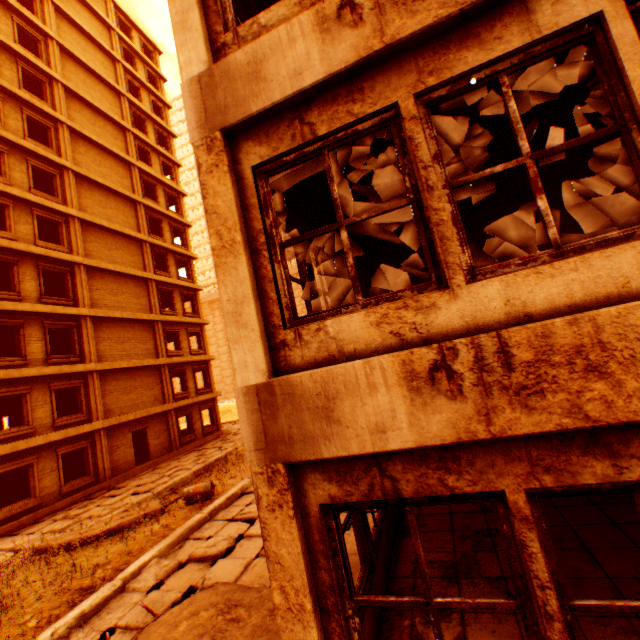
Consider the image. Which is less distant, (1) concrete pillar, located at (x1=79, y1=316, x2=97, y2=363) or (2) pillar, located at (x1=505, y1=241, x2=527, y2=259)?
(2) pillar, located at (x1=505, y1=241, x2=527, y2=259)

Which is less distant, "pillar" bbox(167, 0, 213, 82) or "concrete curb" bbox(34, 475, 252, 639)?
"pillar" bbox(167, 0, 213, 82)

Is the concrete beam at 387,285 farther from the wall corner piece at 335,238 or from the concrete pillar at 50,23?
the concrete pillar at 50,23

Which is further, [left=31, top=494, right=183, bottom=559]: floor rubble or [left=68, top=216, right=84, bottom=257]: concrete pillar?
[left=68, top=216, right=84, bottom=257]: concrete pillar

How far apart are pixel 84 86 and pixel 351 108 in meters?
29.0 m

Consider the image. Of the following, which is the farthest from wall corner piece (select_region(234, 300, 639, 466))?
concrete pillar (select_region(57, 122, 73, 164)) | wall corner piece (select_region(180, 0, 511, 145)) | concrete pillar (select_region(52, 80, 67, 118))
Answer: concrete pillar (select_region(52, 80, 67, 118))

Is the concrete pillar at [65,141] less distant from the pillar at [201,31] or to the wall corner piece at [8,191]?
the wall corner piece at [8,191]

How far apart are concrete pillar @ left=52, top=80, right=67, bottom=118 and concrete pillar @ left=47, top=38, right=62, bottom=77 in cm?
43
